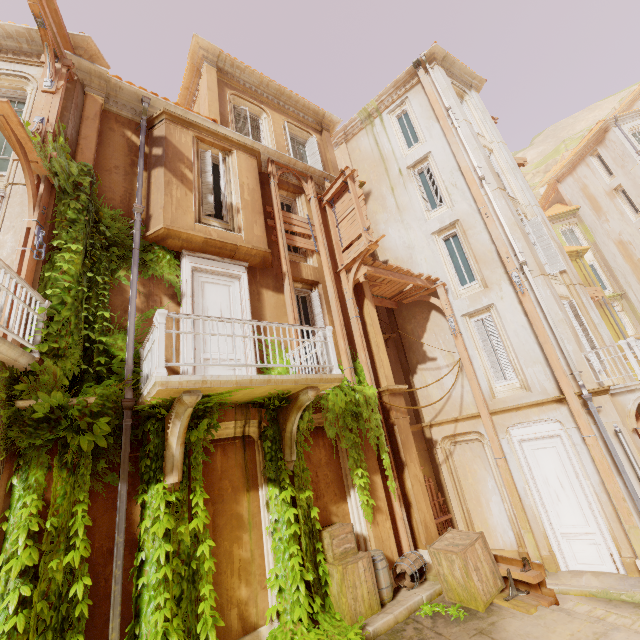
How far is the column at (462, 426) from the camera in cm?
1015

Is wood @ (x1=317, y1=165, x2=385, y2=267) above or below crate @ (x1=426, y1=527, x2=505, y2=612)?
above

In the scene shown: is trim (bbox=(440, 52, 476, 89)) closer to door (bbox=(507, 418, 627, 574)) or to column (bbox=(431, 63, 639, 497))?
column (bbox=(431, 63, 639, 497))

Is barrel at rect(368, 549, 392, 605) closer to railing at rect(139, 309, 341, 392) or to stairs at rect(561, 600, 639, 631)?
stairs at rect(561, 600, 639, 631)

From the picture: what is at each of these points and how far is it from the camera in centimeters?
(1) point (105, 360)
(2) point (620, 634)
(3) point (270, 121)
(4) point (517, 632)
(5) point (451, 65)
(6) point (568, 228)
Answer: (1) plant, 598cm
(2) column, 290cm
(3) window, 1241cm
(4) building, 514cm
(5) trim, 1572cm
(6) window, 2914cm

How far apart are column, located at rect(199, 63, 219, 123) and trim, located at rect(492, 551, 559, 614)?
13.2m

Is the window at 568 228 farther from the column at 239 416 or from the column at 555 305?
the column at 239 416

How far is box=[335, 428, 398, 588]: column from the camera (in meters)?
7.41
